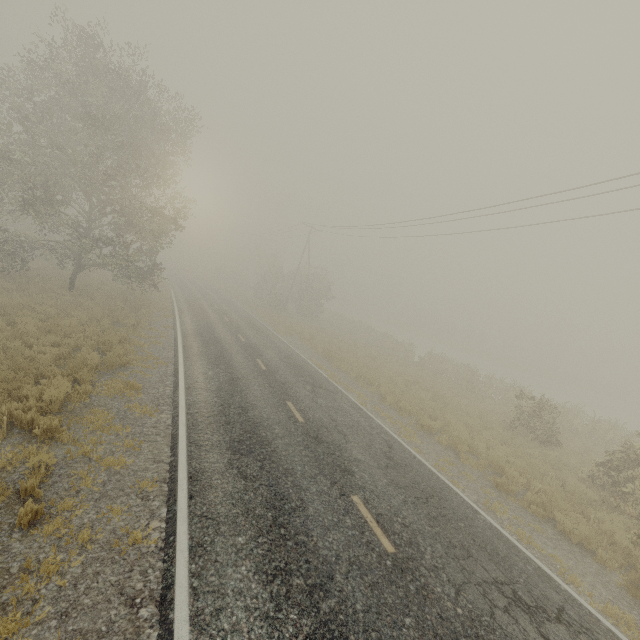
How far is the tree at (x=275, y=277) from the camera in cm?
4012

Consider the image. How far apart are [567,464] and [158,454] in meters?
15.9

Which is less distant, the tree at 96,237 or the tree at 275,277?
the tree at 96,237

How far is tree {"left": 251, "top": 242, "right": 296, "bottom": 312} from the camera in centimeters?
4012cm

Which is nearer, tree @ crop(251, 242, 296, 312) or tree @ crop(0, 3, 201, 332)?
tree @ crop(0, 3, 201, 332)
